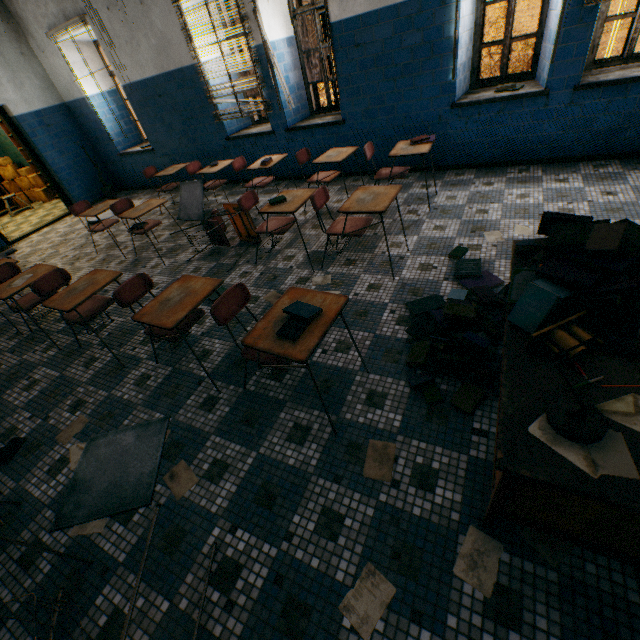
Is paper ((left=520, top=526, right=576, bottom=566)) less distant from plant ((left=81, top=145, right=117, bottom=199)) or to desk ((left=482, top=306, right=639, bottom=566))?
desk ((left=482, top=306, right=639, bottom=566))

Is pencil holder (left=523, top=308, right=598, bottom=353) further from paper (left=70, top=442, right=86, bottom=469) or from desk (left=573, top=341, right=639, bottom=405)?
paper (left=70, top=442, right=86, bottom=469)

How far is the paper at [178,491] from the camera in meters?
2.0

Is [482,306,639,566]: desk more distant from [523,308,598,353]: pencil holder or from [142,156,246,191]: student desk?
[142,156,246,191]: student desk

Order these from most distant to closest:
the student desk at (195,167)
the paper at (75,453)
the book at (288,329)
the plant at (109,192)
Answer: the plant at (109,192)
the student desk at (195,167)
the paper at (75,453)
the book at (288,329)

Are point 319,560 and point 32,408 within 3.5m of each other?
yes

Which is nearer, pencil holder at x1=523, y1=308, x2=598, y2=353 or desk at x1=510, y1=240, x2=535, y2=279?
pencil holder at x1=523, y1=308, x2=598, y2=353

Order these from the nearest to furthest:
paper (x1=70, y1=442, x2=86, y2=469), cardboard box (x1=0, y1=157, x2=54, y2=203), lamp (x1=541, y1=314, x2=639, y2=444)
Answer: lamp (x1=541, y1=314, x2=639, y2=444) < paper (x1=70, y1=442, x2=86, y2=469) < cardboard box (x1=0, y1=157, x2=54, y2=203)
